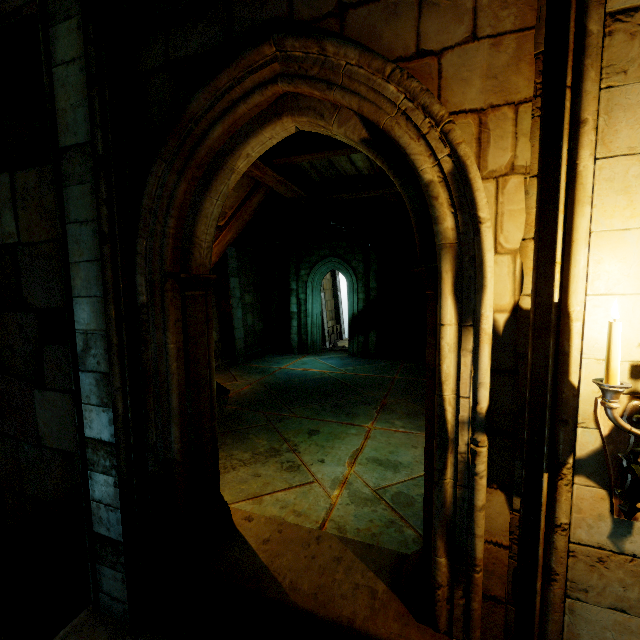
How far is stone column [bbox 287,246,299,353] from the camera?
14.5m

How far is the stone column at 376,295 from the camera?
13.3 meters

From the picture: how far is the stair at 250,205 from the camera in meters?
4.6 m

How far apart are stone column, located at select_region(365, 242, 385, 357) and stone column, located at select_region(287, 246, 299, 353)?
3.1m

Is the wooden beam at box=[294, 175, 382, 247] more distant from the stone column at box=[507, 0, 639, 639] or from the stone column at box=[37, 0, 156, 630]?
the stone column at box=[507, 0, 639, 639]

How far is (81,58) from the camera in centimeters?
259cm

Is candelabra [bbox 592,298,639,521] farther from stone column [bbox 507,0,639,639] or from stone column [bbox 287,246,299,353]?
stone column [bbox 287,246,299,353]

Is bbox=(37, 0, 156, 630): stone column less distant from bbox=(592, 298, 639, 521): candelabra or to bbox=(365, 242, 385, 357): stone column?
bbox=(592, 298, 639, 521): candelabra
